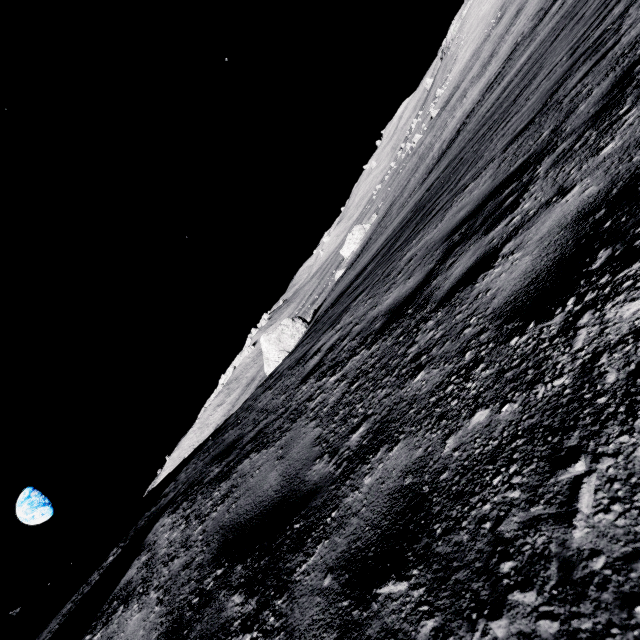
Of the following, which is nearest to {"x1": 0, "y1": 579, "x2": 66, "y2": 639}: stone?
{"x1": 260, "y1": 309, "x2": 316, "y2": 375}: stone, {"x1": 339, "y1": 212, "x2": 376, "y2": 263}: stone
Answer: {"x1": 260, "y1": 309, "x2": 316, "y2": 375}: stone

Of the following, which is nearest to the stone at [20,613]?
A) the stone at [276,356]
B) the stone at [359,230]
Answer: the stone at [276,356]

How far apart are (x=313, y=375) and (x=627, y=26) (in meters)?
6.23

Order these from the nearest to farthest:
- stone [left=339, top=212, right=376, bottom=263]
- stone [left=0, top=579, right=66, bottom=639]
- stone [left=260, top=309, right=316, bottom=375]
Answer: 1. stone [left=0, top=579, right=66, bottom=639]
2. stone [left=260, top=309, right=316, bottom=375]
3. stone [left=339, top=212, right=376, bottom=263]

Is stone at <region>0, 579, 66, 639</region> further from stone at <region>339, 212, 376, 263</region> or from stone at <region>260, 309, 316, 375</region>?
stone at <region>339, 212, 376, 263</region>

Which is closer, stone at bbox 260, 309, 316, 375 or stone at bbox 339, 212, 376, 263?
stone at bbox 260, 309, 316, 375

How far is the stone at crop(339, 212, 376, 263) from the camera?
52.31m
